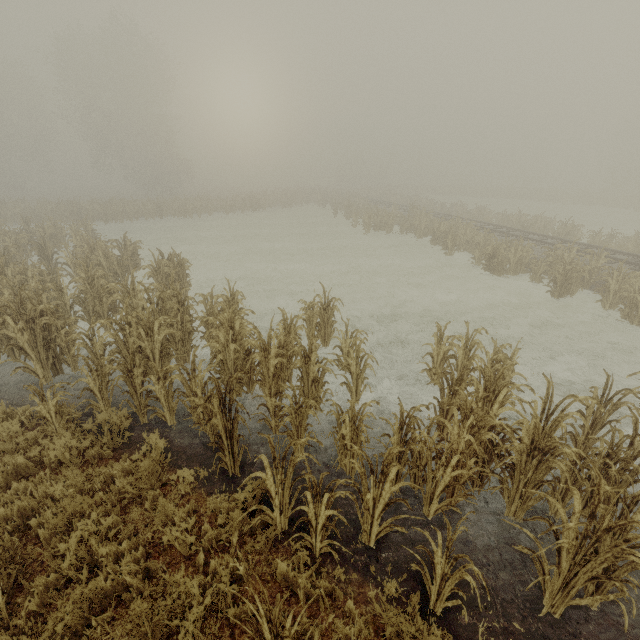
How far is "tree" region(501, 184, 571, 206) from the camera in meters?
44.2

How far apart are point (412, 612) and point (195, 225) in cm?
2911

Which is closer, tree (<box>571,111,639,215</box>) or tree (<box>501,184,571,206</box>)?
tree (<box>571,111,639,215</box>)

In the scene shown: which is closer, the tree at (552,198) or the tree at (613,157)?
the tree at (613,157)

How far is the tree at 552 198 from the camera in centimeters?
4422cm
